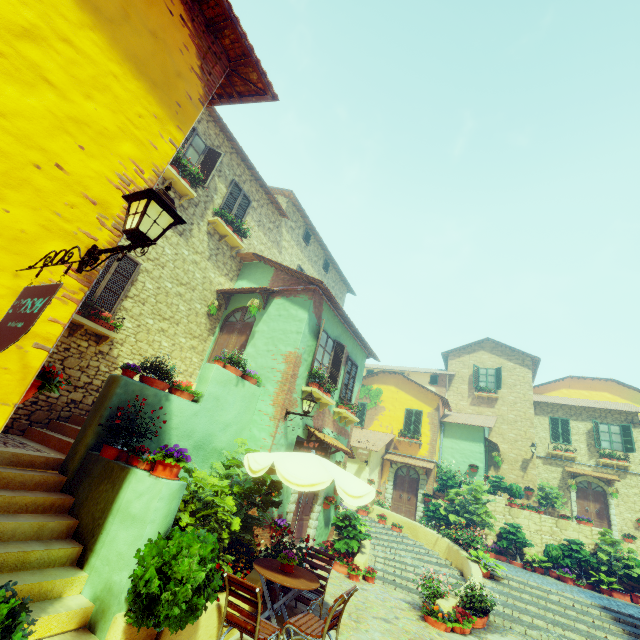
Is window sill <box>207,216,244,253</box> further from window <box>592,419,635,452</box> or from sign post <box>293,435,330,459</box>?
window <box>592,419,635,452</box>

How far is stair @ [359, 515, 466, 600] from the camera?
9.9m

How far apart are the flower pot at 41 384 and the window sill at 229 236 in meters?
8.7 m

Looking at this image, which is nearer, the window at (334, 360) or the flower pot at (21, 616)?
the flower pot at (21, 616)

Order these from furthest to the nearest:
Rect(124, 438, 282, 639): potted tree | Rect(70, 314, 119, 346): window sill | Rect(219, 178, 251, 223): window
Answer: Rect(219, 178, 251, 223): window
Rect(70, 314, 119, 346): window sill
Rect(124, 438, 282, 639): potted tree

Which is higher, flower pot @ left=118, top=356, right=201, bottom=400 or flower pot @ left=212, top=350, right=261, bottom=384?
flower pot @ left=212, top=350, right=261, bottom=384

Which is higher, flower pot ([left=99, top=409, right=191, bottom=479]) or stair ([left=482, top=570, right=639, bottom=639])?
flower pot ([left=99, top=409, right=191, bottom=479])

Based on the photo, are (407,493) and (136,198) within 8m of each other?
no
